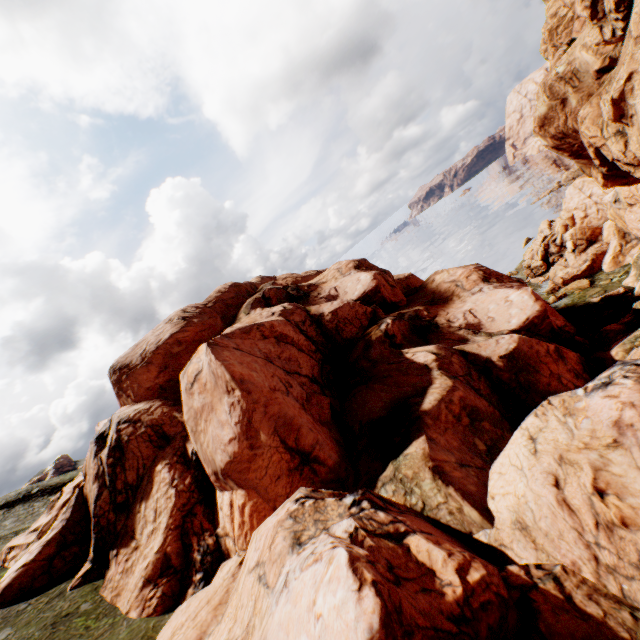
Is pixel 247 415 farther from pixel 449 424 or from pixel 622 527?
pixel 622 527
